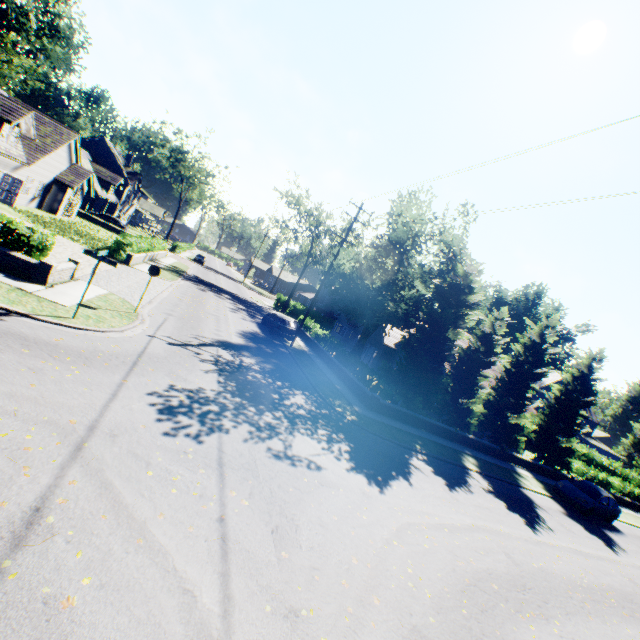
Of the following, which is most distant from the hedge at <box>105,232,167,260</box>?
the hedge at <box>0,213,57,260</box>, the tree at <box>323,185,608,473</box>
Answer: the tree at <box>323,185,608,473</box>

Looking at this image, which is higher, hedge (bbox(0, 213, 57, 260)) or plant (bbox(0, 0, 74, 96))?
plant (bbox(0, 0, 74, 96))

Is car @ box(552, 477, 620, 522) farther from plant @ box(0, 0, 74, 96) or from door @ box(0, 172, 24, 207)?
plant @ box(0, 0, 74, 96)

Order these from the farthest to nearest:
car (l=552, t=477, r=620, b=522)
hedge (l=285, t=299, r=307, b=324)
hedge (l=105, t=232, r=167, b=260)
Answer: hedge (l=285, t=299, r=307, b=324), hedge (l=105, t=232, r=167, b=260), car (l=552, t=477, r=620, b=522)

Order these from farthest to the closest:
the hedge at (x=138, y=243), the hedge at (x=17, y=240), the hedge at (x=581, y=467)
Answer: the hedge at (x=581, y=467), the hedge at (x=138, y=243), the hedge at (x=17, y=240)

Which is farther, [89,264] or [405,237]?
[405,237]

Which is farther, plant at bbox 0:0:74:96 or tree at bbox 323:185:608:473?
plant at bbox 0:0:74:96

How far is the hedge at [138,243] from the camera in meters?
23.9 m
